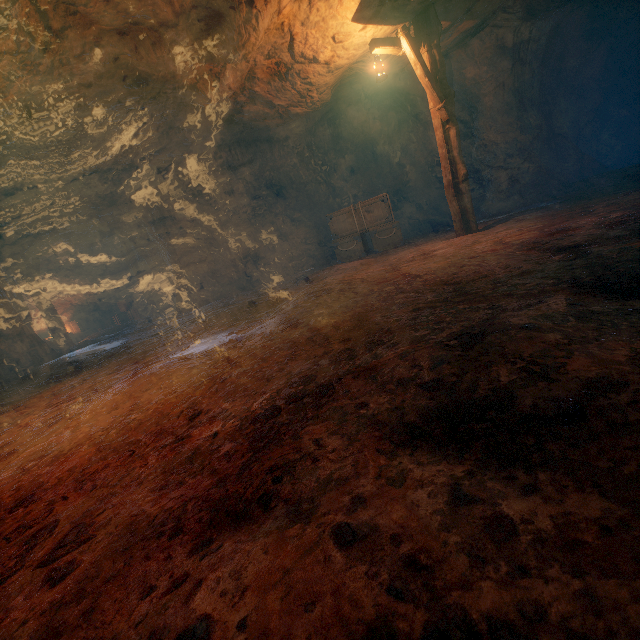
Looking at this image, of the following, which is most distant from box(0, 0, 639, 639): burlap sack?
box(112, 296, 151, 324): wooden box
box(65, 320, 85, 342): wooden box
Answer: box(65, 320, 85, 342): wooden box

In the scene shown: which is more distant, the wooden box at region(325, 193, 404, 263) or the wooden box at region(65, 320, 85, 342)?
the wooden box at region(65, 320, 85, 342)

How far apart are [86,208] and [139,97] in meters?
6.3 m

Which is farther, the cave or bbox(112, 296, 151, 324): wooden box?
bbox(112, 296, 151, 324): wooden box

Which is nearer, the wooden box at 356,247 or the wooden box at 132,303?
the wooden box at 356,247

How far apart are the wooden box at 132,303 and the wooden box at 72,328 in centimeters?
157cm

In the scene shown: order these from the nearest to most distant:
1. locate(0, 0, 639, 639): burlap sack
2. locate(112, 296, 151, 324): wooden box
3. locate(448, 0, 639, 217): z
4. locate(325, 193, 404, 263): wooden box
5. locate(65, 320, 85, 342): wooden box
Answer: locate(0, 0, 639, 639): burlap sack < locate(448, 0, 639, 217): z < locate(325, 193, 404, 263): wooden box < locate(65, 320, 85, 342): wooden box < locate(112, 296, 151, 324): wooden box

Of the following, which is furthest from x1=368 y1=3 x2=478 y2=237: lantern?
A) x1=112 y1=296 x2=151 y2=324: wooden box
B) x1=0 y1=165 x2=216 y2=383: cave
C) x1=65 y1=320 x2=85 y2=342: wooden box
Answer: x1=65 y1=320 x2=85 y2=342: wooden box
